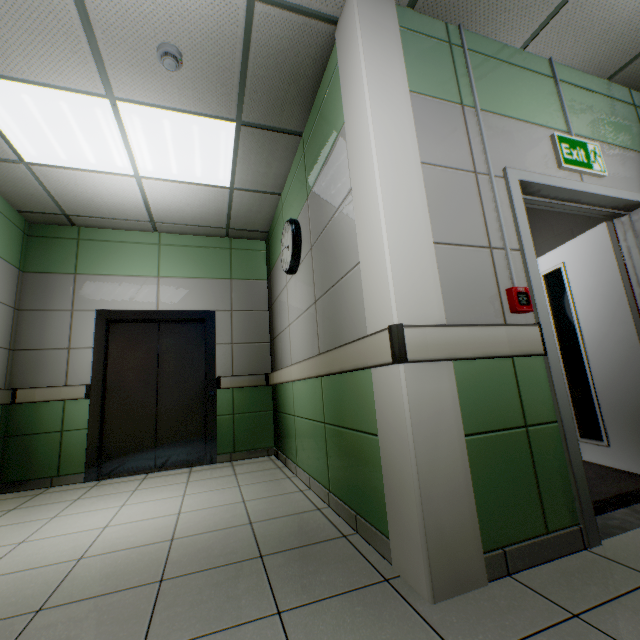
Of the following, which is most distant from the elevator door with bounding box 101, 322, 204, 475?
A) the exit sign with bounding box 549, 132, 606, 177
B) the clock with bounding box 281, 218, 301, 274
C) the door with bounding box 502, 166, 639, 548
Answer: the exit sign with bounding box 549, 132, 606, 177

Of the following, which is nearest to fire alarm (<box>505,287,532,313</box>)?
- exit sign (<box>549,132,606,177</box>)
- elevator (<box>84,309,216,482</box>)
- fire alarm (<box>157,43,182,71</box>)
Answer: exit sign (<box>549,132,606,177</box>)

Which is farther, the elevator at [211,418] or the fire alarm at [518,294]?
the elevator at [211,418]

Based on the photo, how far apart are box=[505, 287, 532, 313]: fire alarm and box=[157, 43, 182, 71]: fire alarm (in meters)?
2.72

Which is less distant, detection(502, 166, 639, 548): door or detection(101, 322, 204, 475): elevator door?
detection(502, 166, 639, 548): door

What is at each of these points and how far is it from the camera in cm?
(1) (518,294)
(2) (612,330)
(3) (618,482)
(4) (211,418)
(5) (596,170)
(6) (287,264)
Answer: (1) fire alarm, 180
(2) door, 272
(3) stairs, 246
(4) elevator, 437
(5) exit sign, 235
(6) clock, 346

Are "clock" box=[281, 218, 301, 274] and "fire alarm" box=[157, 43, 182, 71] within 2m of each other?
yes

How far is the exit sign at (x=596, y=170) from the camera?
2.3m
